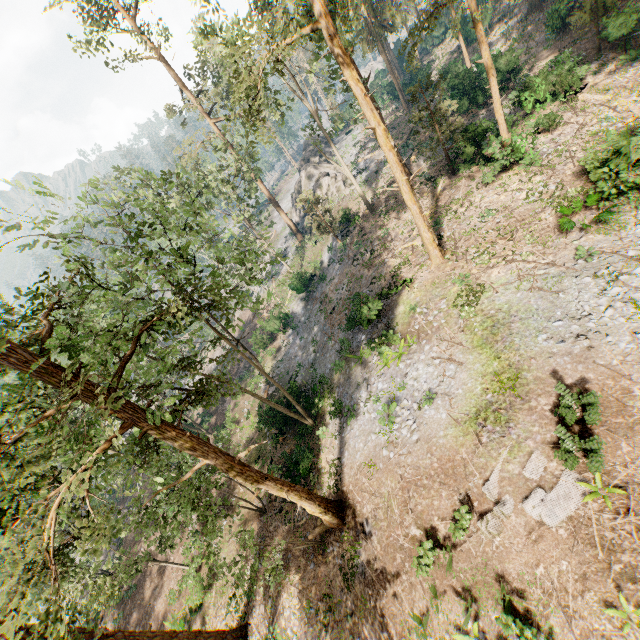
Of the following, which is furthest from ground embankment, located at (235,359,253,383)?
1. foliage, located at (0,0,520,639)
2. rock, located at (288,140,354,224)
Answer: rock, located at (288,140,354,224)

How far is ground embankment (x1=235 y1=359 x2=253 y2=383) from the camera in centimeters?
3462cm

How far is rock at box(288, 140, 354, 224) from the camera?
38.2m

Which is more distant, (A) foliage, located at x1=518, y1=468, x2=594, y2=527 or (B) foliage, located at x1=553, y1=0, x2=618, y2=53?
(B) foliage, located at x1=553, y1=0, x2=618, y2=53

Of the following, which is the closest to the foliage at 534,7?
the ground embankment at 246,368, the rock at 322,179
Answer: the rock at 322,179

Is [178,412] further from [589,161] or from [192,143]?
[192,143]
